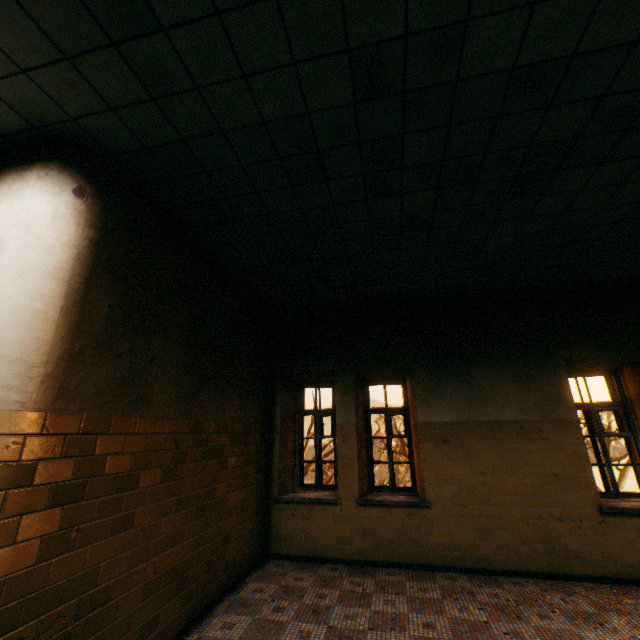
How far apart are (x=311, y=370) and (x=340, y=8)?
4.8 meters
